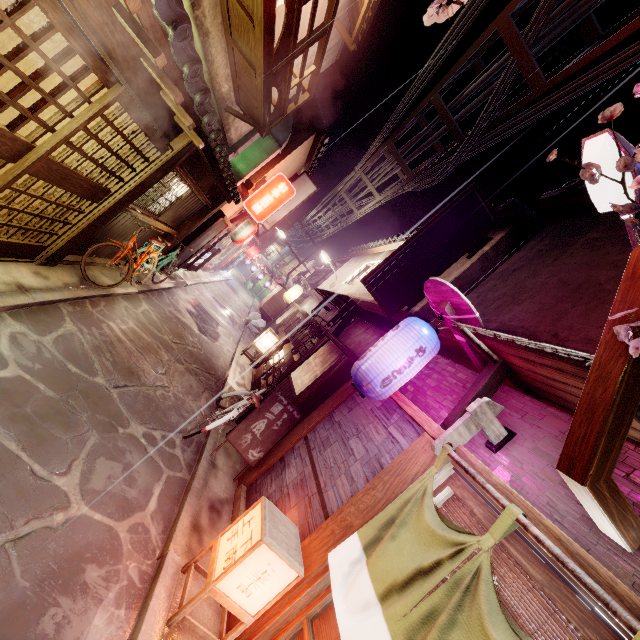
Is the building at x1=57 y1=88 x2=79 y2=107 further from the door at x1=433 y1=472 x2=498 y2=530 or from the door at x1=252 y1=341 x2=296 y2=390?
the door at x1=252 y1=341 x2=296 y2=390

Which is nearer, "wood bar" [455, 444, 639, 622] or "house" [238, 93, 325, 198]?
"wood bar" [455, 444, 639, 622]

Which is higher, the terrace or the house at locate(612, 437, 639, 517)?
the terrace

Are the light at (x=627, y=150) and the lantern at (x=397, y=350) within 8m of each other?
yes

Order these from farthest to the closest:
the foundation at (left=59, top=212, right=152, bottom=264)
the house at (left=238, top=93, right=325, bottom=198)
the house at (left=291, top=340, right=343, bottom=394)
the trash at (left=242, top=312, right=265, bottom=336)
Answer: the trash at (left=242, top=312, right=265, bottom=336), the house at (left=238, top=93, right=325, bottom=198), the house at (left=291, top=340, right=343, bottom=394), the foundation at (left=59, top=212, right=152, bottom=264)

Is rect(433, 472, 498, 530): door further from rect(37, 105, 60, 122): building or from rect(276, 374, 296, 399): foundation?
rect(37, 105, 60, 122): building

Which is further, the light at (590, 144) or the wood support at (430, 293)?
the wood support at (430, 293)

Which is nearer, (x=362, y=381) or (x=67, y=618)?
(x=67, y=618)
